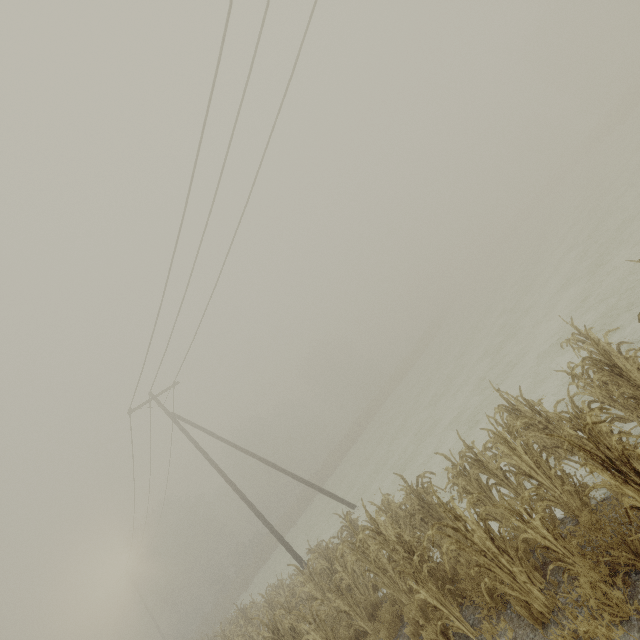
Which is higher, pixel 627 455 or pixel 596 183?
pixel 627 455
